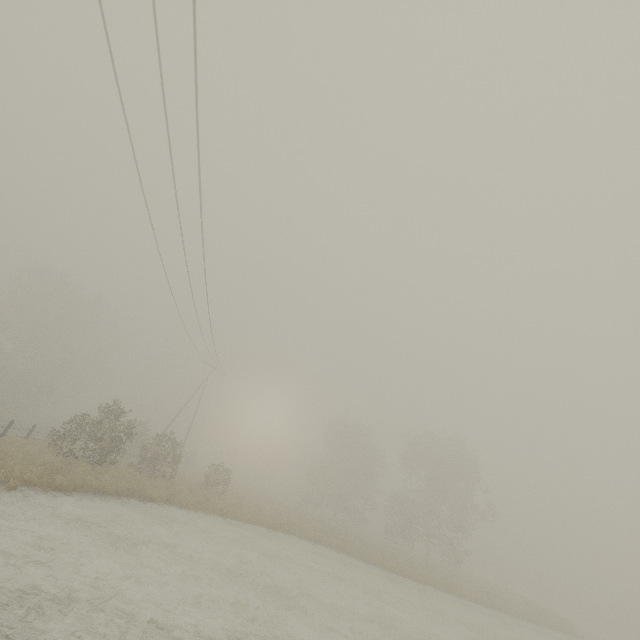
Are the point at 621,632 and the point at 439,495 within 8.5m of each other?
no
